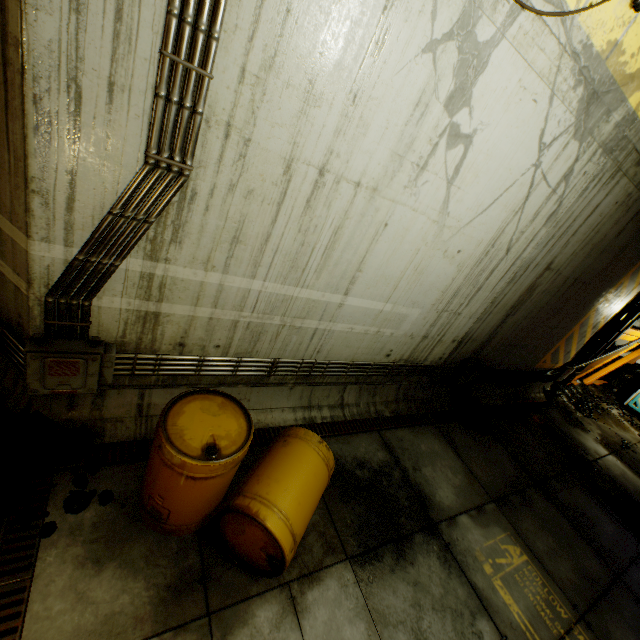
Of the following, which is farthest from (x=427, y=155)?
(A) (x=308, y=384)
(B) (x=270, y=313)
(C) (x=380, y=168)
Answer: (A) (x=308, y=384)

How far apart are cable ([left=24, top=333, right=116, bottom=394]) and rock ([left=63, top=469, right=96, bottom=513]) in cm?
69

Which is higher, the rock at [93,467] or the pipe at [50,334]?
the pipe at [50,334]

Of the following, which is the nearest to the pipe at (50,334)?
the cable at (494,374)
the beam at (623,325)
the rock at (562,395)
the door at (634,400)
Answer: the cable at (494,374)

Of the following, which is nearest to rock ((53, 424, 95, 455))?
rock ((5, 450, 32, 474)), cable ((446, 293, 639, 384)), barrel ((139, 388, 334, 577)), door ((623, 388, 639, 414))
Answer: rock ((5, 450, 32, 474))

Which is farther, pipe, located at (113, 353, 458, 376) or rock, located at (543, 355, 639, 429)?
rock, located at (543, 355, 639, 429)

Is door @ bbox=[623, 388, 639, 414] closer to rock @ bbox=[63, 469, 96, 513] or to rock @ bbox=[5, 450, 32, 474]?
rock @ bbox=[63, 469, 96, 513]

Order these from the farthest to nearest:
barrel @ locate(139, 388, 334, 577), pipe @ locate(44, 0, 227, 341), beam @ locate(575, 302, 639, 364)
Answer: beam @ locate(575, 302, 639, 364), barrel @ locate(139, 388, 334, 577), pipe @ locate(44, 0, 227, 341)
